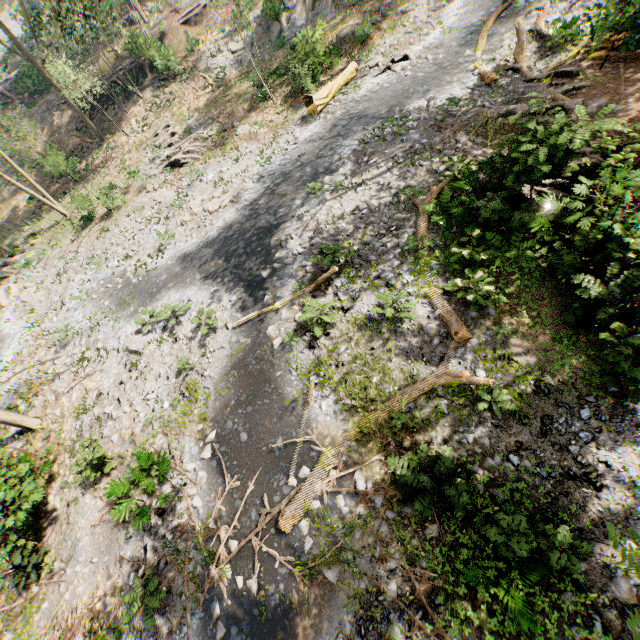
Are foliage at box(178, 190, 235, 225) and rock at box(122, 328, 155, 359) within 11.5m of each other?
yes

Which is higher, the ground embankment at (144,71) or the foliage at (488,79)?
the ground embankment at (144,71)

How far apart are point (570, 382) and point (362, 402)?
5.2m

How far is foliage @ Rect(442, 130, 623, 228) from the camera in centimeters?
796cm

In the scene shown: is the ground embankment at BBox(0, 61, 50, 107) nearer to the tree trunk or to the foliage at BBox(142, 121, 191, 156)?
the foliage at BBox(142, 121, 191, 156)

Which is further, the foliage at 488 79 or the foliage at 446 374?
the foliage at 488 79

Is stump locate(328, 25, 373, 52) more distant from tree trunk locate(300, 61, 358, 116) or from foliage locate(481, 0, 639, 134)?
foliage locate(481, 0, 639, 134)
